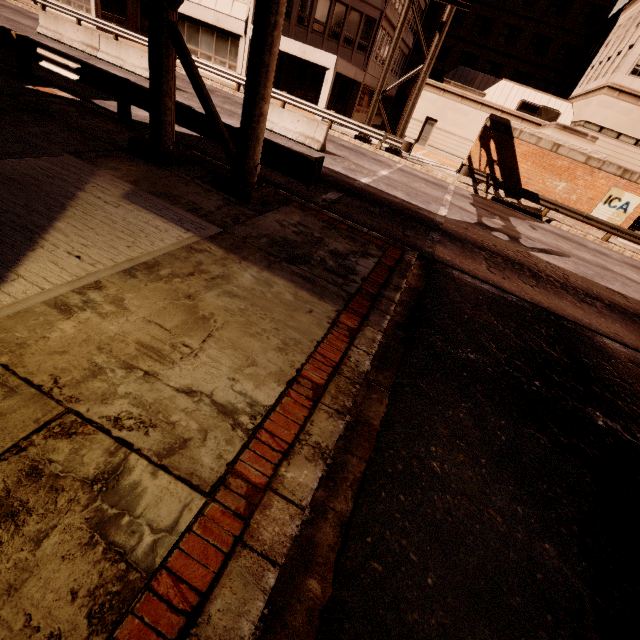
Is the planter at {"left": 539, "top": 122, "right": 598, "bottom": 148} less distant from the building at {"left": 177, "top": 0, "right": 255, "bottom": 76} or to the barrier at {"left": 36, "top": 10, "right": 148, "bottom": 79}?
the building at {"left": 177, "top": 0, "right": 255, "bottom": 76}

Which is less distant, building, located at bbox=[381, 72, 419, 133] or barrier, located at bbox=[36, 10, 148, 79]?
barrier, located at bbox=[36, 10, 148, 79]

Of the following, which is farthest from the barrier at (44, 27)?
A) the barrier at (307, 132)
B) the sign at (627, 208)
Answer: the sign at (627, 208)

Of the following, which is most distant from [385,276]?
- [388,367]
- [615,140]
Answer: [615,140]

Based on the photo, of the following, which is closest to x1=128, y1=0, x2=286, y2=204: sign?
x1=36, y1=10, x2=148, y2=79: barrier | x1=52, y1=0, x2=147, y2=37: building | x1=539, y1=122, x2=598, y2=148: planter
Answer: x1=52, y1=0, x2=147, y2=37: building

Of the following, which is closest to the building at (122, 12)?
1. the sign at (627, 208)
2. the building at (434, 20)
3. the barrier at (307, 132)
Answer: the building at (434, 20)

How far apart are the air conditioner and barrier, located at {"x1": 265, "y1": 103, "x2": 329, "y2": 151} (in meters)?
23.78

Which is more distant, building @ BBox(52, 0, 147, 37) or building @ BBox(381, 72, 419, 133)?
building @ BBox(381, 72, 419, 133)
